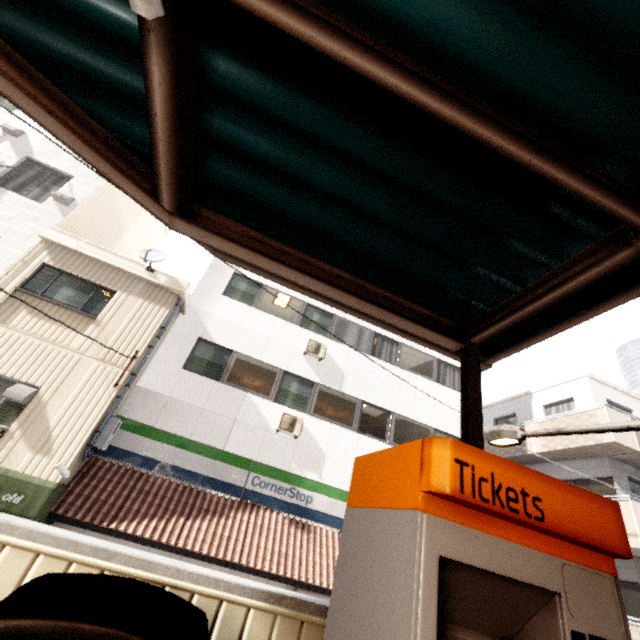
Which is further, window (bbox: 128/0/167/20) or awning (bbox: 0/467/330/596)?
awning (bbox: 0/467/330/596)

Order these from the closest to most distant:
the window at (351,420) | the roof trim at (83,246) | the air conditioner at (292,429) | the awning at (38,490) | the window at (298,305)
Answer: the awning at (38,490) < the roof trim at (83,246) < the air conditioner at (292,429) < the window at (351,420) < the window at (298,305)

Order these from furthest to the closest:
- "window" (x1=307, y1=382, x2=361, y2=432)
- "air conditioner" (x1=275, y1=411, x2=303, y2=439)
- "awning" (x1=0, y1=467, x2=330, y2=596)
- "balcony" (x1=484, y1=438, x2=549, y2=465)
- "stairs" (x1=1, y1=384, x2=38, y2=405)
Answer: "balcony" (x1=484, y1=438, x2=549, y2=465)
"window" (x1=307, y1=382, x2=361, y2=432)
"air conditioner" (x1=275, y1=411, x2=303, y2=439)
"stairs" (x1=1, y1=384, x2=38, y2=405)
"awning" (x1=0, y1=467, x2=330, y2=596)

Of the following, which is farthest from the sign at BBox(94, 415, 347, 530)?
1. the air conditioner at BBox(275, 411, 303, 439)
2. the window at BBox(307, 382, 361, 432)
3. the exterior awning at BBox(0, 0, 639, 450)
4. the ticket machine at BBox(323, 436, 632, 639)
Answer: the ticket machine at BBox(323, 436, 632, 639)

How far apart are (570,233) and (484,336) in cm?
87

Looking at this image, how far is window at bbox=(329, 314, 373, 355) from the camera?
12.36m

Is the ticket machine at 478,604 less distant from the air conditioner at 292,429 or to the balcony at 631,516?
the air conditioner at 292,429

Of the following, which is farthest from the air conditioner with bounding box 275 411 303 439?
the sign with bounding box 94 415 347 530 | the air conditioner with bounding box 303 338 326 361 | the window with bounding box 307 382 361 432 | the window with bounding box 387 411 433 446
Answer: the window with bounding box 387 411 433 446
